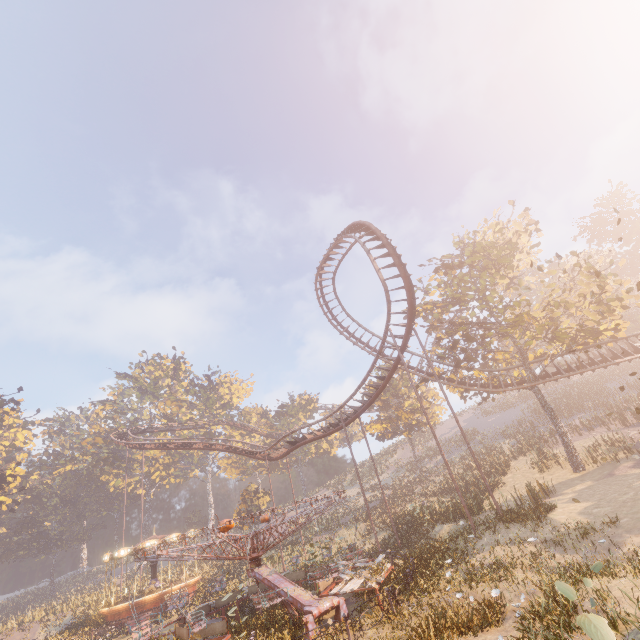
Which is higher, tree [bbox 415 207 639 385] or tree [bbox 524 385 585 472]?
tree [bbox 415 207 639 385]

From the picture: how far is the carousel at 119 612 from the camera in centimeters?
2495cm

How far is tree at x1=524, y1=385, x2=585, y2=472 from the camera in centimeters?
2273cm

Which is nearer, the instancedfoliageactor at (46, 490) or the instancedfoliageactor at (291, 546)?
the instancedfoliageactor at (291, 546)

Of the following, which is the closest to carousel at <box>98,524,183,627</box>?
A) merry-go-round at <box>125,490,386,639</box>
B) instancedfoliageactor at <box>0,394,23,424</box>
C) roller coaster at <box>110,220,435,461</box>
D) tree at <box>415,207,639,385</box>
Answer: Answer: instancedfoliageactor at <box>0,394,23,424</box>

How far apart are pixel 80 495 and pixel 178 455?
18.69m

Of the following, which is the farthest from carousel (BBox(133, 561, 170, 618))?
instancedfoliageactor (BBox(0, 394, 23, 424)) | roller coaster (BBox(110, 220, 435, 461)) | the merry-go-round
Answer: the merry-go-round
